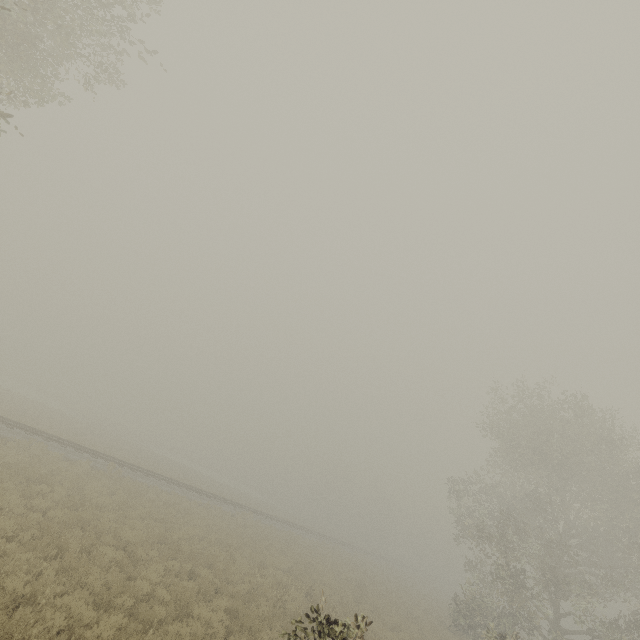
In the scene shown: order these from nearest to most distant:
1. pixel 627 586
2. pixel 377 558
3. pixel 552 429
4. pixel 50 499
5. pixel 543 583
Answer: pixel 50 499
pixel 543 583
pixel 552 429
pixel 377 558
pixel 627 586
